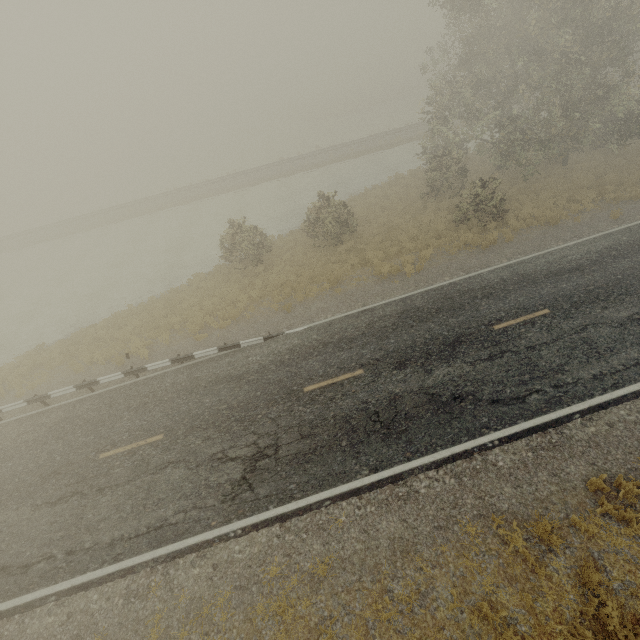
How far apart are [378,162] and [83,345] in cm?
3117
